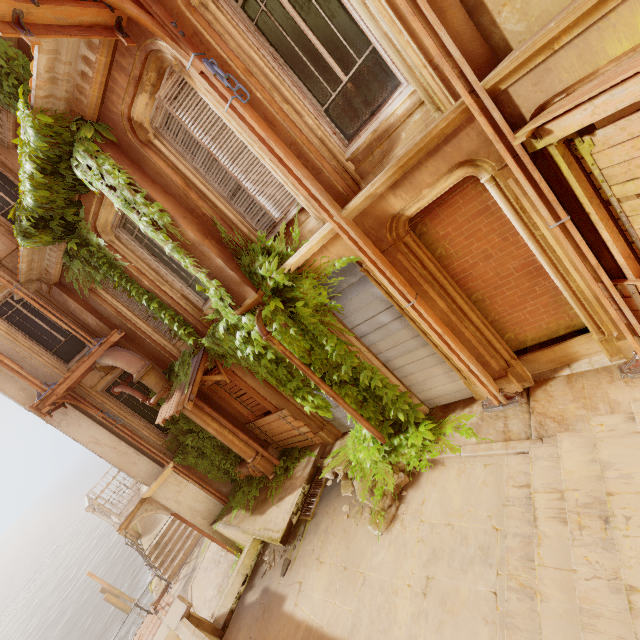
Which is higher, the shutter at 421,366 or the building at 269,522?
the shutter at 421,366

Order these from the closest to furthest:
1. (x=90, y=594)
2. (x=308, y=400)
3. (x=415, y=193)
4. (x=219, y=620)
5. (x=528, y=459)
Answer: (x=415, y=193), (x=528, y=459), (x=219, y=620), (x=308, y=400), (x=90, y=594)

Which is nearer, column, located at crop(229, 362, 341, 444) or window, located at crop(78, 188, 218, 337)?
window, located at crop(78, 188, 218, 337)

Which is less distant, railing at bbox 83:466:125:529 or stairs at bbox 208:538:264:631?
stairs at bbox 208:538:264:631

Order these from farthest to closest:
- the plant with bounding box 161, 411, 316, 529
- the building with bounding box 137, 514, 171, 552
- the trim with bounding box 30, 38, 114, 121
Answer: the building with bounding box 137, 514, 171, 552 < the plant with bounding box 161, 411, 316, 529 < the trim with bounding box 30, 38, 114, 121

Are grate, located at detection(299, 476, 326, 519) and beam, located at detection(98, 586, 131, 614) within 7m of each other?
no

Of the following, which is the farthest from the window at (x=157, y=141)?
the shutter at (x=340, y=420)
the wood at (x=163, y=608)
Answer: the wood at (x=163, y=608)

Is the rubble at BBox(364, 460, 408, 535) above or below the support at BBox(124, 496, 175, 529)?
below
